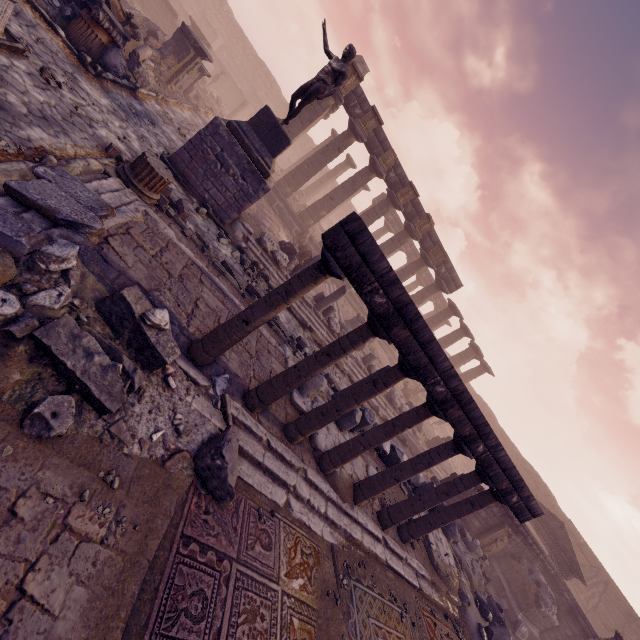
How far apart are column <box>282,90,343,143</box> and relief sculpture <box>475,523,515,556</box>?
21.0m

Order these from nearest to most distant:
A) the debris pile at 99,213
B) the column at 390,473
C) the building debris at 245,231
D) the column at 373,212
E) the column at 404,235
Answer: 1. the debris pile at 99,213
2. the column at 390,473
3. the building debris at 245,231
4. the column at 373,212
5. the column at 404,235

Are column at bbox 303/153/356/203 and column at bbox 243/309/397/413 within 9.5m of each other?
no

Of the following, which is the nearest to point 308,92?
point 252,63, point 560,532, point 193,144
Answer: point 193,144

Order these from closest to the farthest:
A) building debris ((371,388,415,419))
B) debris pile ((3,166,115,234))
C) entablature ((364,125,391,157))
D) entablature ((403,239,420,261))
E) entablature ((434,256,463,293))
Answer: debris pile ((3,166,115,234))
building debris ((371,388,415,419))
entablature ((364,125,391,157))
entablature ((434,256,463,293))
entablature ((403,239,420,261))

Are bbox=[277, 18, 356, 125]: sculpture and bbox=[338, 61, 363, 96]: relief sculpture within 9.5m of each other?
yes

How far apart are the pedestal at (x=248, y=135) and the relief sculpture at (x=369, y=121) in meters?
8.2

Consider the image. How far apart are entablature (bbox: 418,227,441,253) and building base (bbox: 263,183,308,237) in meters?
5.3 m
